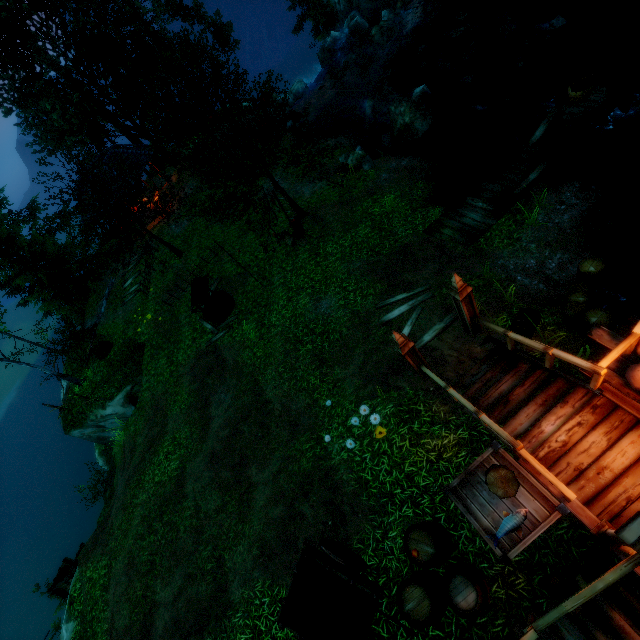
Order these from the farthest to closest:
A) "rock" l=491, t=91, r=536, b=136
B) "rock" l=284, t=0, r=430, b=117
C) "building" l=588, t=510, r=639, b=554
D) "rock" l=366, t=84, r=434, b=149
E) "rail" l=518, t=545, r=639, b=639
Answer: "rock" l=284, t=0, r=430, b=117, "rock" l=366, t=84, r=434, b=149, "rock" l=491, t=91, r=536, b=136, "rail" l=518, t=545, r=639, b=639, "building" l=588, t=510, r=639, b=554

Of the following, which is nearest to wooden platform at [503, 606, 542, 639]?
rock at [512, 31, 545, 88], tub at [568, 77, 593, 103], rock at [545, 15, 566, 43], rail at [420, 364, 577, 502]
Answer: rail at [420, 364, 577, 502]

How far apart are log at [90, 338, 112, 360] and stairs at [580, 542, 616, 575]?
20.3m

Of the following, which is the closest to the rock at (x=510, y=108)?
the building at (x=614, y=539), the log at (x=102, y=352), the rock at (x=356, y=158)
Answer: the rock at (x=356, y=158)

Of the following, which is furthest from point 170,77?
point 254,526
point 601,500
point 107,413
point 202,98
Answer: point 601,500

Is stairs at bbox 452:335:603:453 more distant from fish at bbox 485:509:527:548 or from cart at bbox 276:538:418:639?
cart at bbox 276:538:418:639

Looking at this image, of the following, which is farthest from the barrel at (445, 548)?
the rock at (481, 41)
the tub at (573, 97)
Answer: the rock at (481, 41)

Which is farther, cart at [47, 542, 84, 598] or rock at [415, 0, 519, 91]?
rock at [415, 0, 519, 91]
